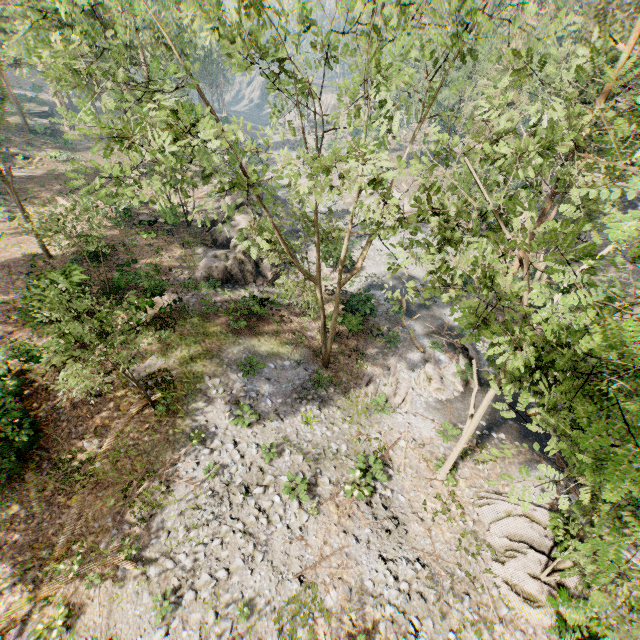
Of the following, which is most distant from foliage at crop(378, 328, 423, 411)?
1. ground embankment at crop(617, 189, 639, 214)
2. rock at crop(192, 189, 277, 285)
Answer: rock at crop(192, 189, 277, 285)

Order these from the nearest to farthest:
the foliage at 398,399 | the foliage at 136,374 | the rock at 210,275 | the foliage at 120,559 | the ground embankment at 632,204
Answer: the foliage at 136,374
the foliage at 120,559
the foliage at 398,399
the rock at 210,275
the ground embankment at 632,204

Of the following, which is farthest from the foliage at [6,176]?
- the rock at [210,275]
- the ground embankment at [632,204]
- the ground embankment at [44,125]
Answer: the ground embankment at [44,125]

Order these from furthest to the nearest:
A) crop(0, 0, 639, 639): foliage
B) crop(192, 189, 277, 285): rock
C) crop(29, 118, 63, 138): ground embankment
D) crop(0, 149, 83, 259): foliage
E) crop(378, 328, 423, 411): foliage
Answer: crop(29, 118, 63, 138): ground embankment, crop(192, 189, 277, 285): rock, crop(378, 328, 423, 411): foliage, crop(0, 149, 83, 259): foliage, crop(0, 0, 639, 639): foliage

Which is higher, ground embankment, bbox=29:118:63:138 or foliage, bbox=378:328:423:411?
ground embankment, bbox=29:118:63:138

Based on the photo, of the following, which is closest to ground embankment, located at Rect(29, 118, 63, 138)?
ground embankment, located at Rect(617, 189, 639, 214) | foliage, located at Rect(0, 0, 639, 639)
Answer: foliage, located at Rect(0, 0, 639, 639)

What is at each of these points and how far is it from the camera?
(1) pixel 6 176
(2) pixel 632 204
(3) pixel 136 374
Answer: (1) foliage, 34.9m
(2) ground embankment, 40.4m
(3) foliage, 16.4m

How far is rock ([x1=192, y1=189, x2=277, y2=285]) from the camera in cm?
2353
